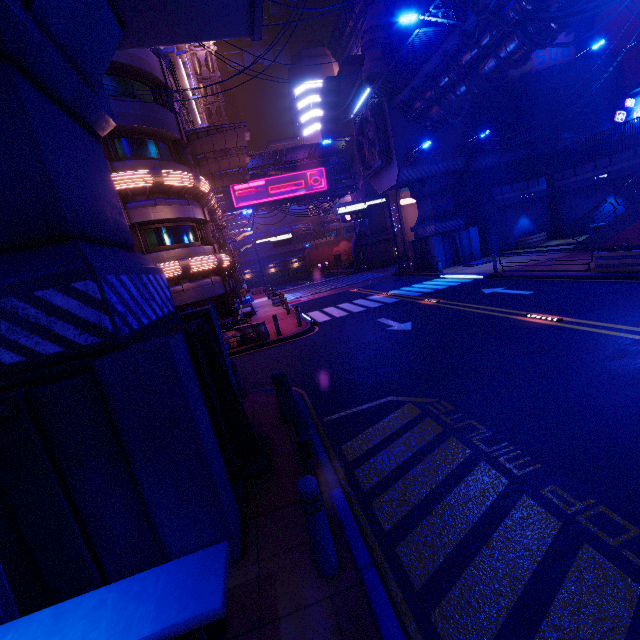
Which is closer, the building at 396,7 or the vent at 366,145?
the vent at 366,145

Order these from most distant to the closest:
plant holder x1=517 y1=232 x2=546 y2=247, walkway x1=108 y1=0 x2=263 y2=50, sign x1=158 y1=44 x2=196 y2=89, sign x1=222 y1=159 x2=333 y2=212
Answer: sign x1=222 y1=159 x2=333 y2=212 → plant holder x1=517 y1=232 x2=546 y2=247 → sign x1=158 y1=44 x2=196 y2=89 → walkway x1=108 y1=0 x2=263 y2=50

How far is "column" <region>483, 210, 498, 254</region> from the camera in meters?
25.9

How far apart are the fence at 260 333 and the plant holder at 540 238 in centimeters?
2253cm

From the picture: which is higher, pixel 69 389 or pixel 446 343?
pixel 69 389

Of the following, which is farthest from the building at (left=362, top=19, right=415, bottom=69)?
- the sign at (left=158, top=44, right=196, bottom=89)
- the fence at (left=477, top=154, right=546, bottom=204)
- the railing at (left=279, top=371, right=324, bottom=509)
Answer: the railing at (left=279, top=371, right=324, bottom=509)

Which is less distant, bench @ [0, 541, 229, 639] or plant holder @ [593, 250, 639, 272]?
bench @ [0, 541, 229, 639]

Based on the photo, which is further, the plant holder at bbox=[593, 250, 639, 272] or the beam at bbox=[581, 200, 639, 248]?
the beam at bbox=[581, 200, 639, 248]
